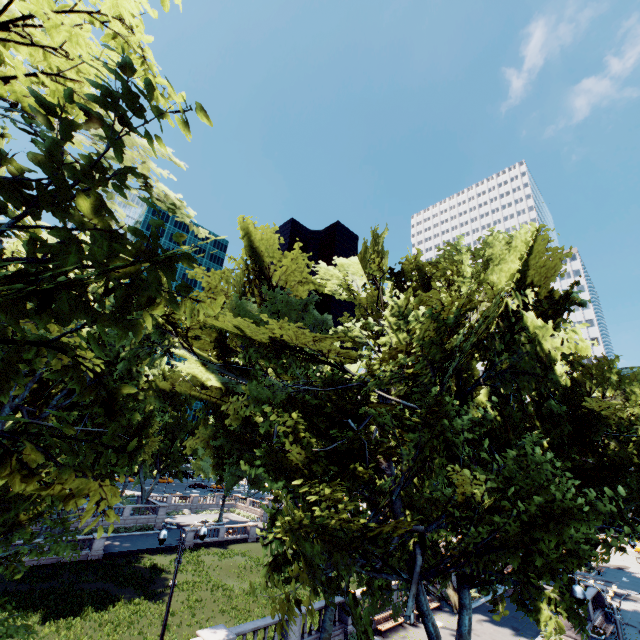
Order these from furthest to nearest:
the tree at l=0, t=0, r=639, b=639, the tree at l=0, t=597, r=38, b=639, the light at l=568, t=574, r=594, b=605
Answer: the tree at l=0, t=597, r=38, b=639
the light at l=568, t=574, r=594, b=605
the tree at l=0, t=0, r=639, b=639

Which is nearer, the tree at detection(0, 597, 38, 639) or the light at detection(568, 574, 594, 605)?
the light at detection(568, 574, 594, 605)

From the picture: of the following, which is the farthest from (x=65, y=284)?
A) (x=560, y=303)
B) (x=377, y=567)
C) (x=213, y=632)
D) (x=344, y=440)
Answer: (x=213, y=632)

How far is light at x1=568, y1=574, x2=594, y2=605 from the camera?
11.04m

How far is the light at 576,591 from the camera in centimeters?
1104cm

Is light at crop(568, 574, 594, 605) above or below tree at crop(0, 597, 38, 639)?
above

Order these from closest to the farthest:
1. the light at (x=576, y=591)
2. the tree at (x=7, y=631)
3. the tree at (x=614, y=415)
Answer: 1. the tree at (x=614, y=415)
2. the light at (x=576, y=591)
3. the tree at (x=7, y=631)
